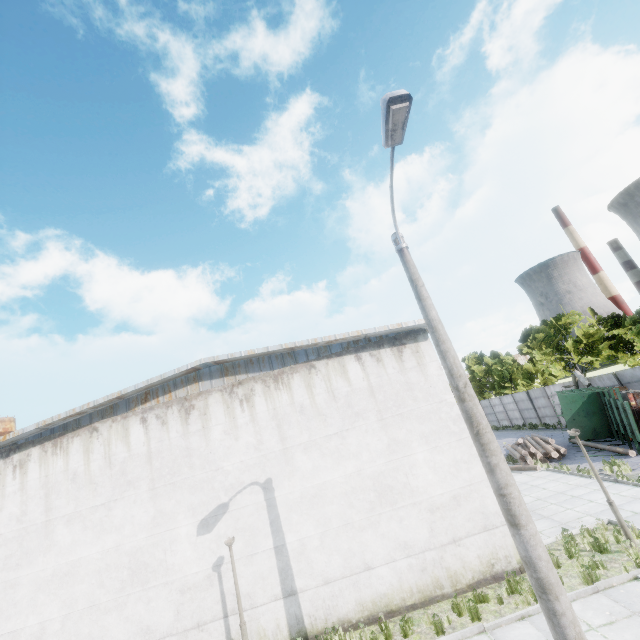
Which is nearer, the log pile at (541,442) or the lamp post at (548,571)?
the lamp post at (548,571)

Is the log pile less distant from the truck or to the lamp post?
the truck

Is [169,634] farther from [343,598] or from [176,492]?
[343,598]

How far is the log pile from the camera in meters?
19.4 m

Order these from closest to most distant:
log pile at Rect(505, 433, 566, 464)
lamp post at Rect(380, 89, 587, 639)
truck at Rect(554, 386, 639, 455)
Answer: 1. lamp post at Rect(380, 89, 587, 639)
2. truck at Rect(554, 386, 639, 455)
3. log pile at Rect(505, 433, 566, 464)

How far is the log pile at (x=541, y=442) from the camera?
19.4m

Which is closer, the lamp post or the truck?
the lamp post

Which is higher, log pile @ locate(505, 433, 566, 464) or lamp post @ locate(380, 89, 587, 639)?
lamp post @ locate(380, 89, 587, 639)
